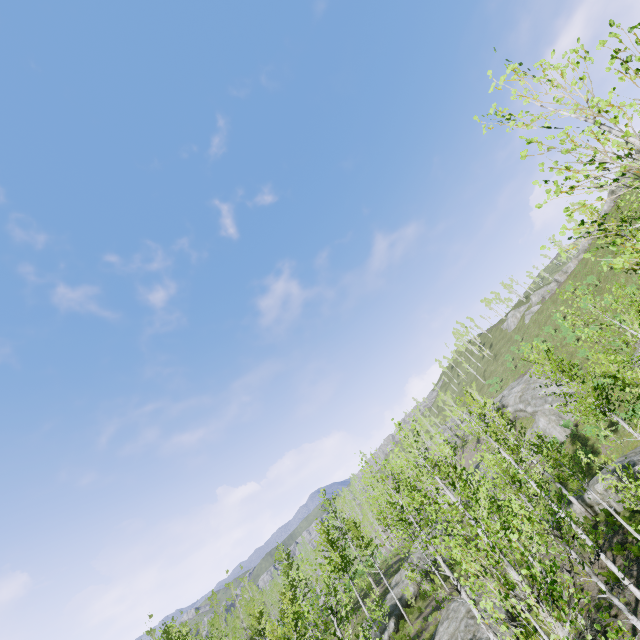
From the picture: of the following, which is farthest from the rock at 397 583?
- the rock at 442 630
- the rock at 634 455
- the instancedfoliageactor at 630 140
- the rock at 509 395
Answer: the rock at 509 395

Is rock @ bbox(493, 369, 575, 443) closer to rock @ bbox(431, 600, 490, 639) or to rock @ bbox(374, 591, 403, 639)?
rock @ bbox(374, 591, 403, 639)

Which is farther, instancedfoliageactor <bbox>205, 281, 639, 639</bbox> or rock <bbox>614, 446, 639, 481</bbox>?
rock <bbox>614, 446, 639, 481</bbox>

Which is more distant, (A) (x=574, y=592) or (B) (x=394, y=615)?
(B) (x=394, y=615)

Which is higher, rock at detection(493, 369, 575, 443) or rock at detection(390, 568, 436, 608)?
rock at detection(493, 369, 575, 443)

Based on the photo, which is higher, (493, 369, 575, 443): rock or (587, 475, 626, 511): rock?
(493, 369, 575, 443): rock

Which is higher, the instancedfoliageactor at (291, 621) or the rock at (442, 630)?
the instancedfoliageactor at (291, 621)

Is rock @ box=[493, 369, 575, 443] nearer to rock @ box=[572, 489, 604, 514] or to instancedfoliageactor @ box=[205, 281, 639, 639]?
instancedfoliageactor @ box=[205, 281, 639, 639]
